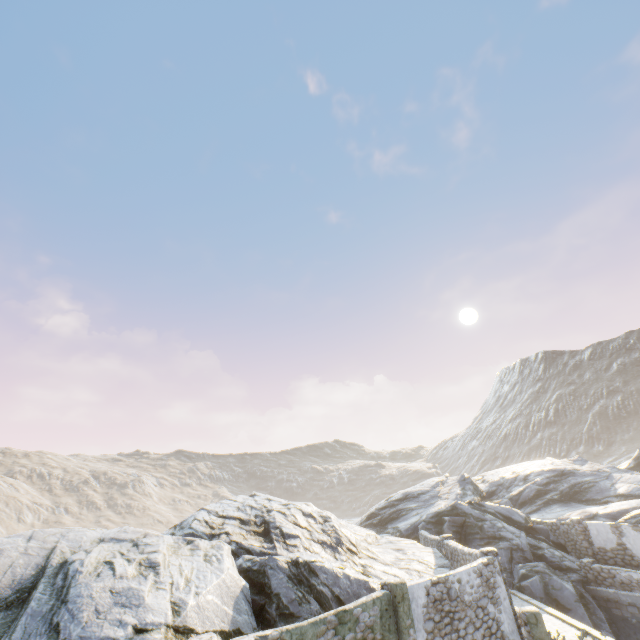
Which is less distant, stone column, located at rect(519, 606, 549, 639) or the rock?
the rock

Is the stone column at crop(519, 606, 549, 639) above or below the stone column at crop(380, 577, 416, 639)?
below

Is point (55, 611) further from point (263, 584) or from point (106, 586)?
point (263, 584)

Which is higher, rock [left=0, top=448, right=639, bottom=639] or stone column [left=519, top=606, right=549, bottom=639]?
rock [left=0, top=448, right=639, bottom=639]

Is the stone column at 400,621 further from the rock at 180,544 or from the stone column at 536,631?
the stone column at 536,631

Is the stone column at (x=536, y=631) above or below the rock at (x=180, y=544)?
below

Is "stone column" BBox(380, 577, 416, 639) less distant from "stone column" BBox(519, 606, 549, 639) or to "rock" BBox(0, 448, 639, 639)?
"rock" BBox(0, 448, 639, 639)
